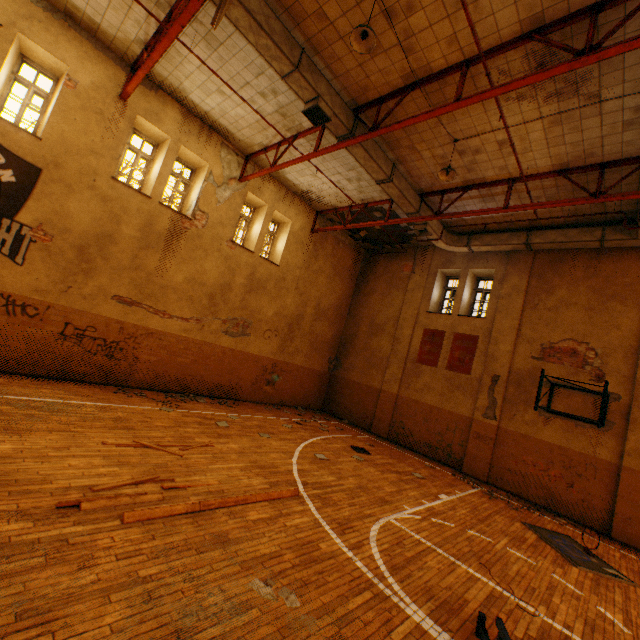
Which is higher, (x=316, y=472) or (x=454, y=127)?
(x=454, y=127)

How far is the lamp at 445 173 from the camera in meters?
8.2 m

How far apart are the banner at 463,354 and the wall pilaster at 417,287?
1.7 meters

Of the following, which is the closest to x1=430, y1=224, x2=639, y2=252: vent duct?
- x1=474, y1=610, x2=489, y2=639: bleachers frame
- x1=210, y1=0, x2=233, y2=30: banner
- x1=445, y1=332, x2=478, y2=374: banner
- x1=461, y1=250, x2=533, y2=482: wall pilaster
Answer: x1=461, y1=250, x2=533, y2=482: wall pilaster

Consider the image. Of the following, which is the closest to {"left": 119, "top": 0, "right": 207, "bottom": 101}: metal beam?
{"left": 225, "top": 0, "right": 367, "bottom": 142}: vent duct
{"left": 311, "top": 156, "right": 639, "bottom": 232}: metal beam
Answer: {"left": 225, "top": 0, "right": 367, "bottom": 142}: vent duct

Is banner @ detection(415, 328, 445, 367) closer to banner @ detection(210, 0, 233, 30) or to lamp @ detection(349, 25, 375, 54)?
lamp @ detection(349, 25, 375, 54)

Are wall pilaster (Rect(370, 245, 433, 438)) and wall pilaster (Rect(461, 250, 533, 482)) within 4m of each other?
yes

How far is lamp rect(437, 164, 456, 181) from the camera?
8.16m
